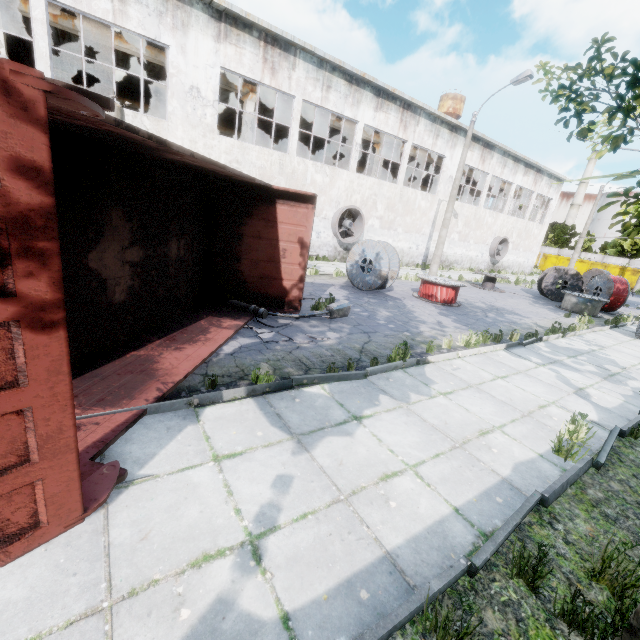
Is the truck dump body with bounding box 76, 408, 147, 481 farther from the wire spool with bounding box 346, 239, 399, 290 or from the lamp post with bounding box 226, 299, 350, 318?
the wire spool with bounding box 346, 239, 399, 290

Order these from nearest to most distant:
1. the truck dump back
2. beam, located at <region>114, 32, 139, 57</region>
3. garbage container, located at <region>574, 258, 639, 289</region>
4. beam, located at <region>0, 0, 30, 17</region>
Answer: the truck dump back, beam, located at <region>0, 0, 30, 17</region>, beam, located at <region>114, 32, 139, 57</region>, garbage container, located at <region>574, 258, 639, 289</region>

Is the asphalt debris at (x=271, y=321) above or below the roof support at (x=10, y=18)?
below

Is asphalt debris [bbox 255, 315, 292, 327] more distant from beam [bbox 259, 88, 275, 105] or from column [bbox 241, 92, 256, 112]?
beam [bbox 259, 88, 275, 105]

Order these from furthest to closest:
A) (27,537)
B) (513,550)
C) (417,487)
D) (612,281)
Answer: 1. (612,281)
2. (417,487)
3. (513,550)
4. (27,537)

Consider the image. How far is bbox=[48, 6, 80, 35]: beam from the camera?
12.55m

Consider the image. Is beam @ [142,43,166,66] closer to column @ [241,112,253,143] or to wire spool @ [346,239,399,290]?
column @ [241,112,253,143]

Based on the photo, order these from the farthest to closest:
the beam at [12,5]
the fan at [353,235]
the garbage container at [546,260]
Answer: the garbage container at [546,260] < the fan at [353,235] < the beam at [12,5]
